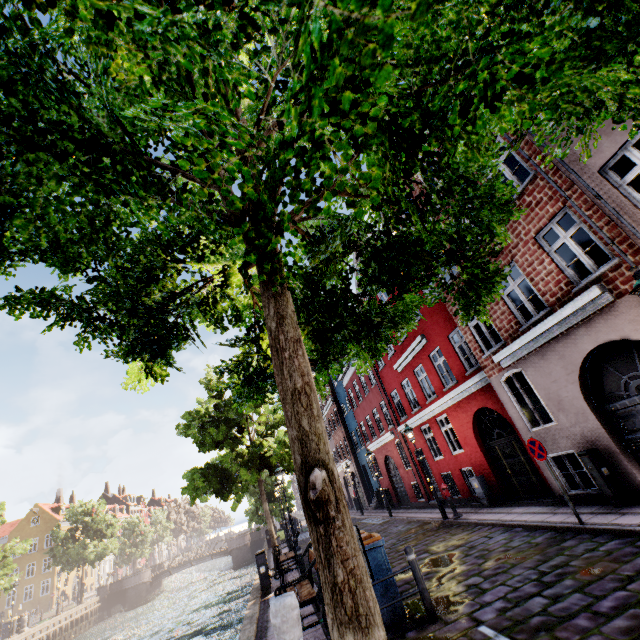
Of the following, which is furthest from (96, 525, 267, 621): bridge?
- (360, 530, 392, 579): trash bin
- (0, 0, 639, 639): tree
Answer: (360, 530, 392, 579): trash bin

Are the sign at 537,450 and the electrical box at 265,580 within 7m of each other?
no

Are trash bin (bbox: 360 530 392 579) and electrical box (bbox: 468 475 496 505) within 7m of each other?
no

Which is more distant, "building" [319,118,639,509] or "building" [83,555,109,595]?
"building" [83,555,109,595]

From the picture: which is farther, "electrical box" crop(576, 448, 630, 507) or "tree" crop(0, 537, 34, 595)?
"tree" crop(0, 537, 34, 595)

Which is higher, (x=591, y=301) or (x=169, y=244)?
(x=169, y=244)

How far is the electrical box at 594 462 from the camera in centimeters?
762cm

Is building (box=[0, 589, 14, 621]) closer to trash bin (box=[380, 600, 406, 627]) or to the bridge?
the bridge
